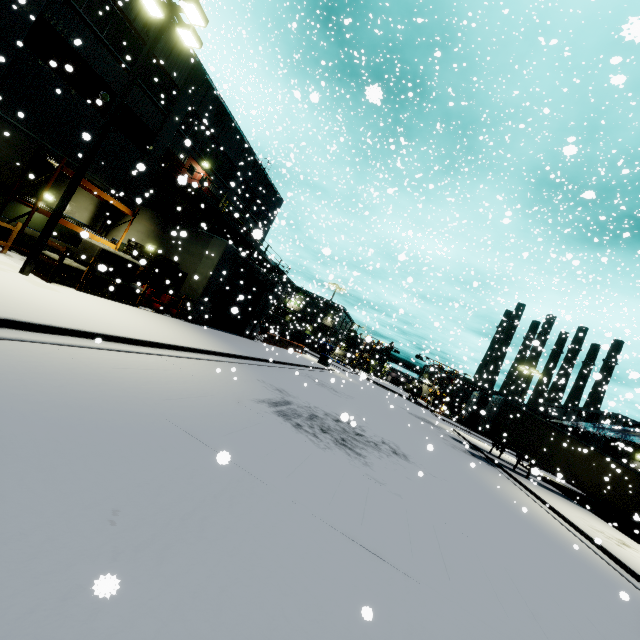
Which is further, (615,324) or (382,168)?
(382,168)

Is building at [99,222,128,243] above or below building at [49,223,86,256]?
above

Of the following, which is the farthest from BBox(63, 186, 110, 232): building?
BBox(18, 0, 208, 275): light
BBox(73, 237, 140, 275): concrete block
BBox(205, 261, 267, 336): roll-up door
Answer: BBox(18, 0, 208, 275): light

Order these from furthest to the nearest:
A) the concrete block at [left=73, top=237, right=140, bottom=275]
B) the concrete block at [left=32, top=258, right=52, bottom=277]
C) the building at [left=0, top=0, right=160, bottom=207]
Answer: the building at [left=0, top=0, right=160, bottom=207]
the concrete block at [left=73, top=237, right=140, bottom=275]
the concrete block at [left=32, top=258, right=52, bottom=277]

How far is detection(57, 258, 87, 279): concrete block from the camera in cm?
1072

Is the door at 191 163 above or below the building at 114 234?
above

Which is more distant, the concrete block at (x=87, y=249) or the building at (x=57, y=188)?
the building at (x=57, y=188)
